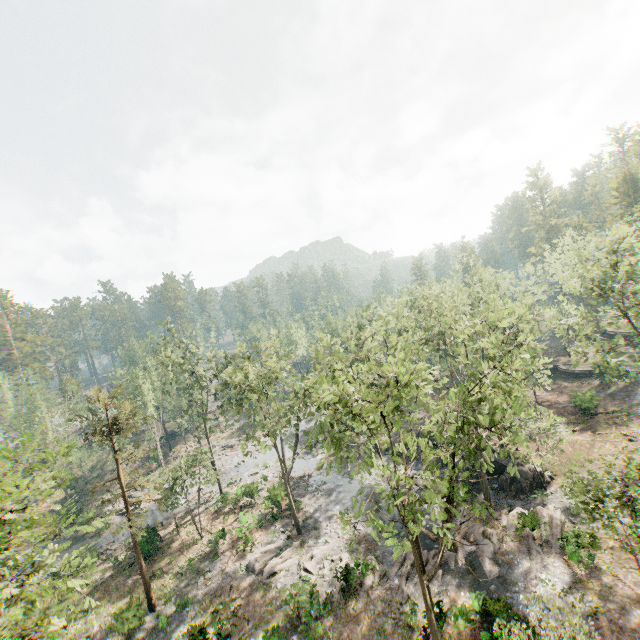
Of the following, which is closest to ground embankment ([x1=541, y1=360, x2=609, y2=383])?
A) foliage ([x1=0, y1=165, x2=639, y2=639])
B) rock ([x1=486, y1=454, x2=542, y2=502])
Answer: foliage ([x1=0, y1=165, x2=639, y2=639])

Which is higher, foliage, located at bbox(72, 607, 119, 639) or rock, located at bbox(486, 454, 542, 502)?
foliage, located at bbox(72, 607, 119, 639)

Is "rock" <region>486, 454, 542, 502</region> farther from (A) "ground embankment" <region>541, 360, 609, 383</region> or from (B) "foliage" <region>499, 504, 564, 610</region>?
(A) "ground embankment" <region>541, 360, 609, 383</region>

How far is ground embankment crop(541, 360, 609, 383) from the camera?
44.1 meters

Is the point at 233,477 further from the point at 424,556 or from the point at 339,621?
the point at 424,556

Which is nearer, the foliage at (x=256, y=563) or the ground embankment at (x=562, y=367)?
the foliage at (x=256, y=563)

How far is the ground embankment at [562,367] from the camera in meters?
44.1
